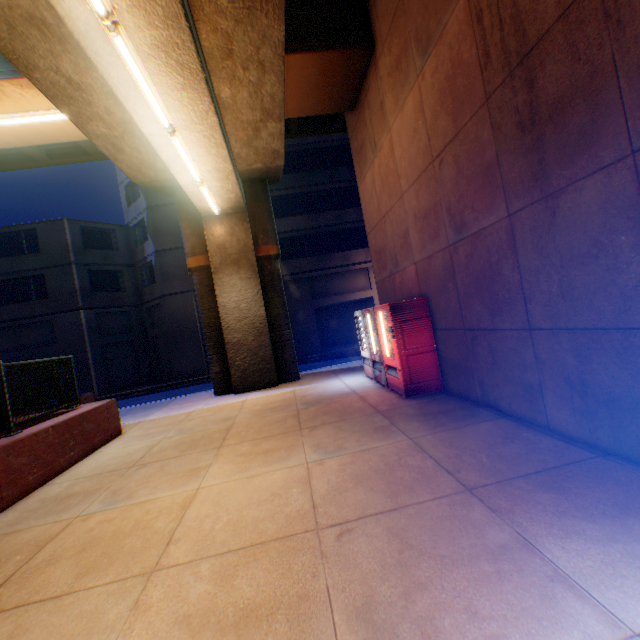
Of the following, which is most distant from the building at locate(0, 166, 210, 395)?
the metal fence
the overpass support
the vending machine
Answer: the vending machine

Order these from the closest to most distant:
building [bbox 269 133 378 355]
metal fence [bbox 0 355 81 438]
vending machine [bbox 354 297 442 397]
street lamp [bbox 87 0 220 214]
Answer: street lamp [bbox 87 0 220 214] < metal fence [bbox 0 355 81 438] < vending machine [bbox 354 297 442 397] < building [bbox 269 133 378 355]

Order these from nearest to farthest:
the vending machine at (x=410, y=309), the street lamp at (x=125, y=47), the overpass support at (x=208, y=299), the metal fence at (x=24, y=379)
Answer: the street lamp at (x=125, y=47) → the overpass support at (x=208, y=299) → the metal fence at (x=24, y=379) → the vending machine at (x=410, y=309)

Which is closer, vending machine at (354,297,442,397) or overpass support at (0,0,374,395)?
overpass support at (0,0,374,395)

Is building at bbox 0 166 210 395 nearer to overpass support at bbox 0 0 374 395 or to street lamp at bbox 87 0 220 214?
overpass support at bbox 0 0 374 395

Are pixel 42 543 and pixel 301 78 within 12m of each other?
yes

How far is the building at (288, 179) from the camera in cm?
2264

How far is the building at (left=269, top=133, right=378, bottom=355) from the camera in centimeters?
2264cm
